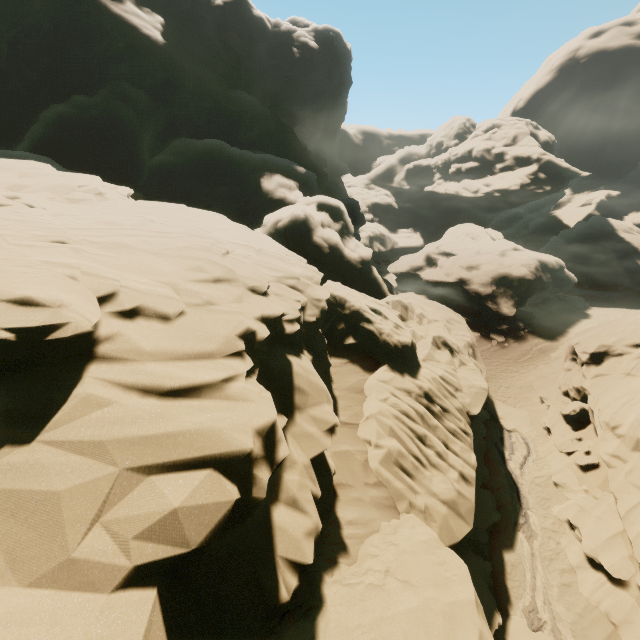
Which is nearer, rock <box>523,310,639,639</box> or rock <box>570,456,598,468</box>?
rock <box>523,310,639,639</box>

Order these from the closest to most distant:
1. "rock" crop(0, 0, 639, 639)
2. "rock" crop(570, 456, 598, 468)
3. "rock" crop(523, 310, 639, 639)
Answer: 1. "rock" crop(0, 0, 639, 639)
2. "rock" crop(523, 310, 639, 639)
3. "rock" crop(570, 456, 598, 468)

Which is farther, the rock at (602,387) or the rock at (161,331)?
the rock at (602,387)

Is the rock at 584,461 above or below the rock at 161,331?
below

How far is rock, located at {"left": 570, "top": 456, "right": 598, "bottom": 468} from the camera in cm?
1531

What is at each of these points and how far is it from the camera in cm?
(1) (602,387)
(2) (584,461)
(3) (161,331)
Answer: (1) rock, 1714
(2) rock, 1547
(3) rock, 664
